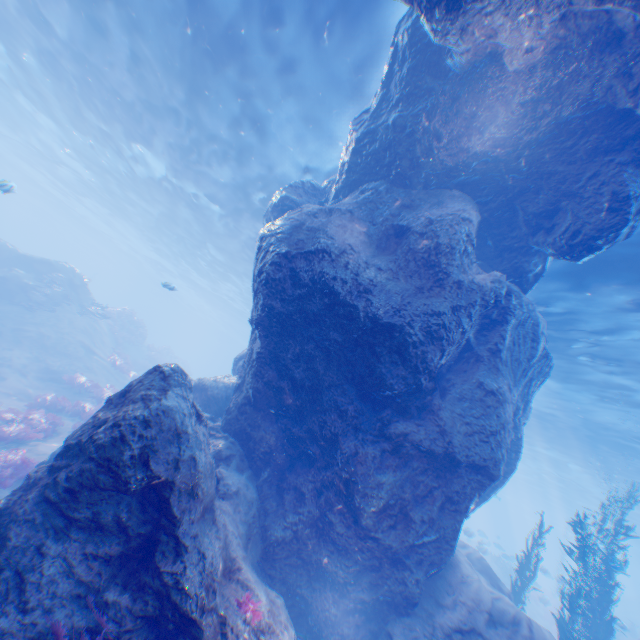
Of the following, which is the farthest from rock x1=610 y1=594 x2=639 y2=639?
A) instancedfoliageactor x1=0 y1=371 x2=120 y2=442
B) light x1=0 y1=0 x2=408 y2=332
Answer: instancedfoliageactor x1=0 y1=371 x2=120 y2=442

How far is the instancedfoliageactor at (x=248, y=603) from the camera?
4.4m

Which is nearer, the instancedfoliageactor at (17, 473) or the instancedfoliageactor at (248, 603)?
the instancedfoliageactor at (248, 603)

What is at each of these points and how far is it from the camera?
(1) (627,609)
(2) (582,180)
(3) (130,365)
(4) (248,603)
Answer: (1) rock, 40.3m
(2) rock, 6.5m
(3) instancedfoliageactor, 22.0m
(4) instancedfoliageactor, 4.4m

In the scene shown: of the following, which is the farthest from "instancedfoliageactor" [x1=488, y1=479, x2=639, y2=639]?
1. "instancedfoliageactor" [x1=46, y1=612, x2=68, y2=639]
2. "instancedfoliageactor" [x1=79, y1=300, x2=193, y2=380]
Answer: "instancedfoliageactor" [x1=79, y1=300, x2=193, y2=380]

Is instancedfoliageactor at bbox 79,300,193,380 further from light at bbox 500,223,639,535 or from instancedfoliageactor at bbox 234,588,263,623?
instancedfoliageactor at bbox 234,588,263,623

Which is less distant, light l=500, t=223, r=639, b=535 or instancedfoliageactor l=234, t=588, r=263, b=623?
instancedfoliageactor l=234, t=588, r=263, b=623

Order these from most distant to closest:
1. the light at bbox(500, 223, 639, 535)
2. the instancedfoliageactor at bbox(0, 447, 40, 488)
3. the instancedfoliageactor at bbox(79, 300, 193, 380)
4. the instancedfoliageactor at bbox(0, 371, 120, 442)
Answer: the instancedfoliageactor at bbox(79, 300, 193, 380)
the light at bbox(500, 223, 639, 535)
the instancedfoliageactor at bbox(0, 371, 120, 442)
the instancedfoliageactor at bbox(0, 447, 40, 488)
